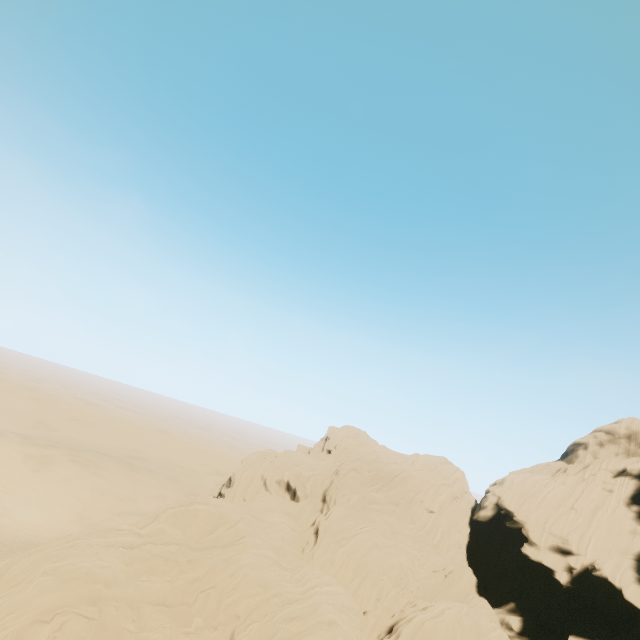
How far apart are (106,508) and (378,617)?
46.78m
